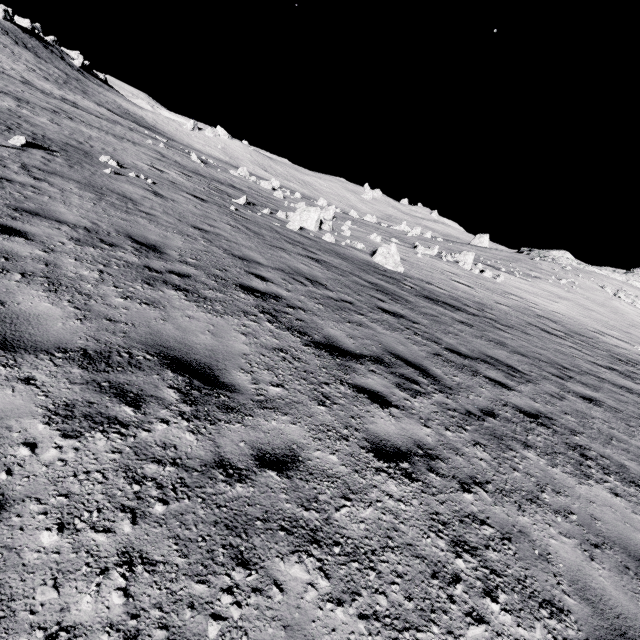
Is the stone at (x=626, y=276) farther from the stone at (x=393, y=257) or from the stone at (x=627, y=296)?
the stone at (x=393, y=257)

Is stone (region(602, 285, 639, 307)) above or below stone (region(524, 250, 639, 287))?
below

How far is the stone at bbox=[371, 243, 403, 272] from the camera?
16.81m

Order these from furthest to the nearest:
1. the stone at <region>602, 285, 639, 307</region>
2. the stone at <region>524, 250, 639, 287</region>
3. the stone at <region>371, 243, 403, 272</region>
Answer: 1. the stone at <region>524, 250, 639, 287</region>
2. the stone at <region>602, 285, 639, 307</region>
3. the stone at <region>371, 243, 403, 272</region>

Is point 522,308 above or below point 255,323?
above

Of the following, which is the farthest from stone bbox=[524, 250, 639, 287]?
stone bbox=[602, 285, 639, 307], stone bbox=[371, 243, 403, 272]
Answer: stone bbox=[371, 243, 403, 272]

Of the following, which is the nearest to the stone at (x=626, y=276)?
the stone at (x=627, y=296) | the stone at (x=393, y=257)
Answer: the stone at (x=627, y=296)
